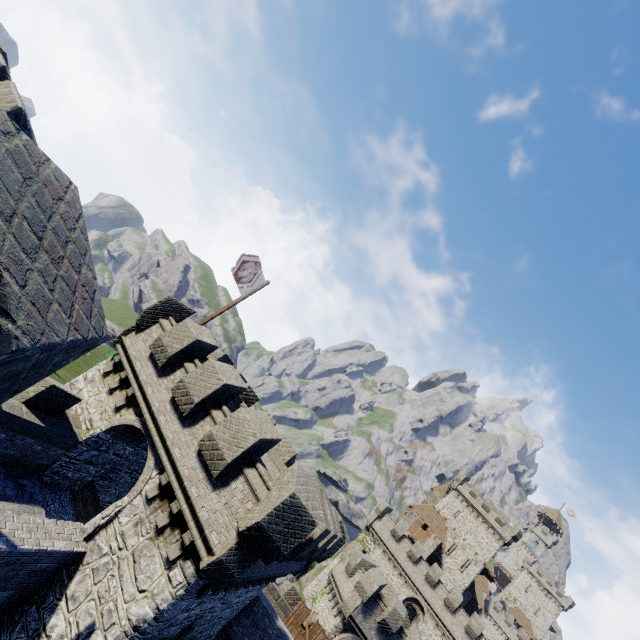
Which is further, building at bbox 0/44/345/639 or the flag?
the flag

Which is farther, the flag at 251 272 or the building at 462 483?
the building at 462 483

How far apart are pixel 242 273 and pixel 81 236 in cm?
1217

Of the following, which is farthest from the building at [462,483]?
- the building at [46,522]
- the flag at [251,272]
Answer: the flag at [251,272]

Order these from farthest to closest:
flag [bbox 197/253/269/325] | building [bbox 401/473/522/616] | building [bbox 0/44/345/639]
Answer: building [bbox 401/473/522/616] < flag [bbox 197/253/269/325] < building [bbox 0/44/345/639]

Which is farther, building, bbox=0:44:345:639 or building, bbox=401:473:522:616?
building, bbox=401:473:522:616

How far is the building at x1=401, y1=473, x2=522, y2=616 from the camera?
50.38m

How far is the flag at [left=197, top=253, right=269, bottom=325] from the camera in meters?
14.0
